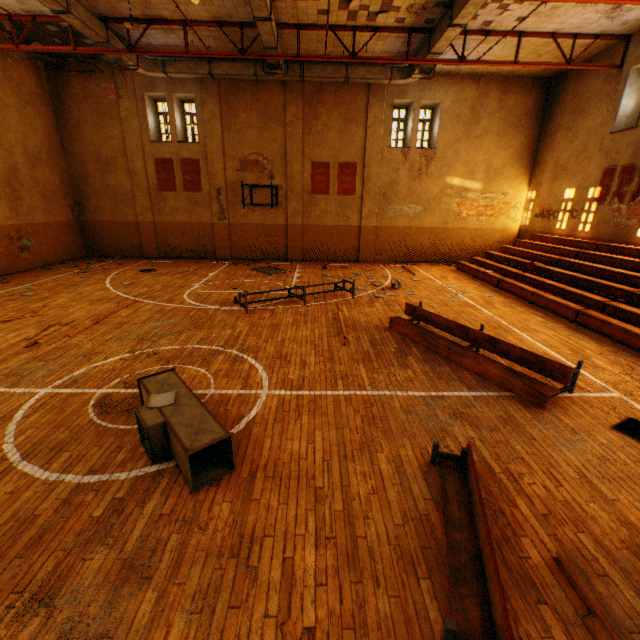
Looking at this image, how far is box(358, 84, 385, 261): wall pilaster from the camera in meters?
15.5

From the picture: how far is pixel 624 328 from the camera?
7.6m

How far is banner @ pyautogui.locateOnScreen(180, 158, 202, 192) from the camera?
16.4m

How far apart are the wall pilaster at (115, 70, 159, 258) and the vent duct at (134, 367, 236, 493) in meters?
15.0 m

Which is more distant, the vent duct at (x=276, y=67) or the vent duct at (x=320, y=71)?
the vent duct at (x=320, y=71)

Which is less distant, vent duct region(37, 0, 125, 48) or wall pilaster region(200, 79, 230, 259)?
vent duct region(37, 0, 125, 48)

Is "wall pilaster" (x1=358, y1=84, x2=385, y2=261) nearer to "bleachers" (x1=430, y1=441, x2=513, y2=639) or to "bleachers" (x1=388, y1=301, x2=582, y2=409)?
"bleachers" (x1=388, y1=301, x2=582, y2=409)

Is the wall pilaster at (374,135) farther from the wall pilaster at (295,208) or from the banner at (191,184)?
the banner at (191,184)
